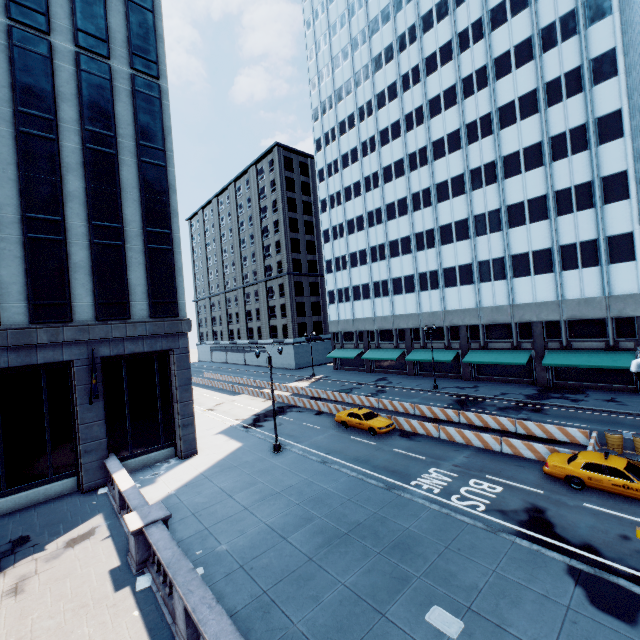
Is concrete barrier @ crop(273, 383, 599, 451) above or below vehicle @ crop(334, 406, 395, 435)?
below

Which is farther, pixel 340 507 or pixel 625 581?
pixel 340 507

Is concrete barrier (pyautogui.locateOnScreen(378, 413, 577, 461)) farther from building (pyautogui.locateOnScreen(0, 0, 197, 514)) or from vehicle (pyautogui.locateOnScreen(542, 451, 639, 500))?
building (pyautogui.locateOnScreen(0, 0, 197, 514))

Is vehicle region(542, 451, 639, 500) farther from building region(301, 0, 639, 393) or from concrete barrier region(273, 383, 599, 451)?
building region(301, 0, 639, 393)

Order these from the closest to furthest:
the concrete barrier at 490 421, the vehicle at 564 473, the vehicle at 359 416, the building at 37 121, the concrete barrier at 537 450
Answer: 1. the vehicle at 564 473
2. the building at 37 121
3. the concrete barrier at 537 450
4. the concrete barrier at 490 421
5. the vehicle at 359 416

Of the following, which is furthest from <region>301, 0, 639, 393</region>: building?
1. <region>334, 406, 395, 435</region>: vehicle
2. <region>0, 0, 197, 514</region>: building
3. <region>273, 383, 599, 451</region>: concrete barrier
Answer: <region>0, 0, 197, 514</region>: building

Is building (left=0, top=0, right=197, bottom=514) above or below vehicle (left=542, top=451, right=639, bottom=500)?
above

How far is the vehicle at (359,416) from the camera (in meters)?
24.12
